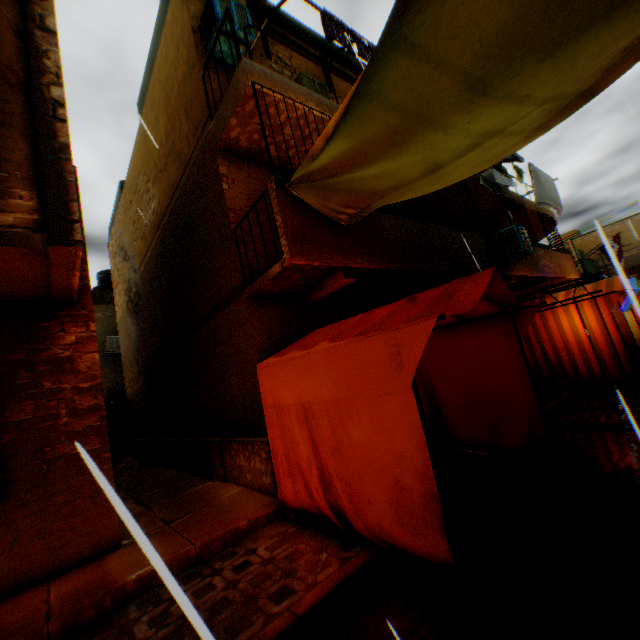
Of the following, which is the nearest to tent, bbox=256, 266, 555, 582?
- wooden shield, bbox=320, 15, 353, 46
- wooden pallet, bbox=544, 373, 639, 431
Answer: wooden pallet, bbox=544, 373, 639, 431

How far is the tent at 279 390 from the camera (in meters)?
2.82

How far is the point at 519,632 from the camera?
2.17m

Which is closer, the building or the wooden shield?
the building

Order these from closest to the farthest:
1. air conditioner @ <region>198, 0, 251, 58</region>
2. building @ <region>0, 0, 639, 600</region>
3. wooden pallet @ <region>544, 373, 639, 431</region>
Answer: building @ <region>0, 0, 639, 600</region>, wooden pallet @ <region>544, 373, 639, 431</region>, air conditioner @ <region>198, 0, 251, 58</region>

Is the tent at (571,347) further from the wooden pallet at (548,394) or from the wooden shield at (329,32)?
the wooden shield at (329,32)

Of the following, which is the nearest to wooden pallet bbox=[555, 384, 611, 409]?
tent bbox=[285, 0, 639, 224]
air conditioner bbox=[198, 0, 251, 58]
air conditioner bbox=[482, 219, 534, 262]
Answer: tent bbox=[285, 0, 639, 224]

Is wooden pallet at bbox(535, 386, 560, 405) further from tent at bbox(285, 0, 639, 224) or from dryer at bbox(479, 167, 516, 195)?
dryer at bbox(479, 167, 516, 195)
